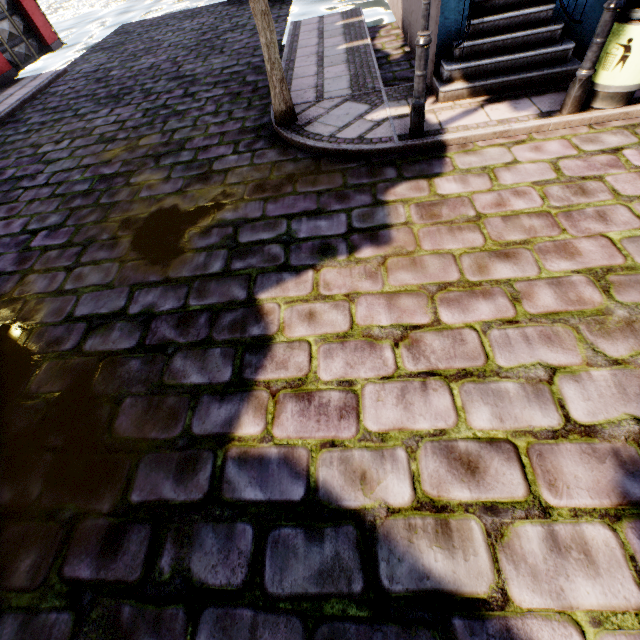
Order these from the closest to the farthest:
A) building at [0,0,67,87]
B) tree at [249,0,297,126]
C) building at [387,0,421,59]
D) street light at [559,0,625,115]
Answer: street light at [559,0,625,115]
tree at [249,0,297,126]
building at [387,0,421,59]
building at [0,0,67,87]

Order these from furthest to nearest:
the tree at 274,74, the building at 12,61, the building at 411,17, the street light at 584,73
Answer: the building at 12,61 → the building at 411,17 → the tree at 274,74 → the street light at 584,73

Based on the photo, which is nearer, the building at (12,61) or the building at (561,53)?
the building at (561,53)

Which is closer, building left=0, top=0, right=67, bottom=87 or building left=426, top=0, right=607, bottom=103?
building left=426, top=0, right=607, bottom=103

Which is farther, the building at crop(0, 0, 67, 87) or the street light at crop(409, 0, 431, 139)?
the building at crop(0, 0, 67, 87)

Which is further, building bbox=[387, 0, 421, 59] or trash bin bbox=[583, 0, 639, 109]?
building bbox=[387, 0, 421, 59]

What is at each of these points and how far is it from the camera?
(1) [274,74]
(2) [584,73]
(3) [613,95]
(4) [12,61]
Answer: (1) tree, 4.78m
(2) street light, 3.90m
(3) trash bin, 4.07m
(4) building, 11.10m

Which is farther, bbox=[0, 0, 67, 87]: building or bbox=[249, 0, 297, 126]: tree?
bbox=[0, 0, 67, 87]: building
